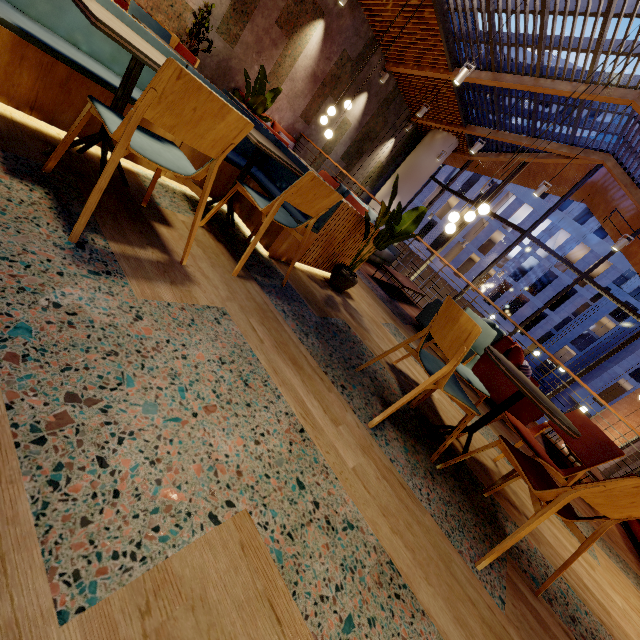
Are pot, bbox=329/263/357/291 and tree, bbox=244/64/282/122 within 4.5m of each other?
yes

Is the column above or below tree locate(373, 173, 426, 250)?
above

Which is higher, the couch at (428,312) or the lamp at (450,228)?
the lamp at (450,228)

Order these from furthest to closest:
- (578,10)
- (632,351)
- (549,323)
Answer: (549,323) → (632,351) → (578,10)

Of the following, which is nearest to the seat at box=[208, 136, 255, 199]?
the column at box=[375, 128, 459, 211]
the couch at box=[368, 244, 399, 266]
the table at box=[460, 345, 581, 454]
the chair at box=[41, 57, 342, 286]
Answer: the chair at box=[41, 57, 342, 286]

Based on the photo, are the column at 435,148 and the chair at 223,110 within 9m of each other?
no

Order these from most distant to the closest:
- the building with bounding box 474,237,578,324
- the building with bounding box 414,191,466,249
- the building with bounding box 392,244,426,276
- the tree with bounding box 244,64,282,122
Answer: the building with bounding box 392,244,426,276
the building with bounding box 414,191,466,249
the building with bounding box 474,237,578,324
the tree with bounding box 244,64,282,122

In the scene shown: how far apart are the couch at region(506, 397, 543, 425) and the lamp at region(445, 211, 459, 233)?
1.3 meters
